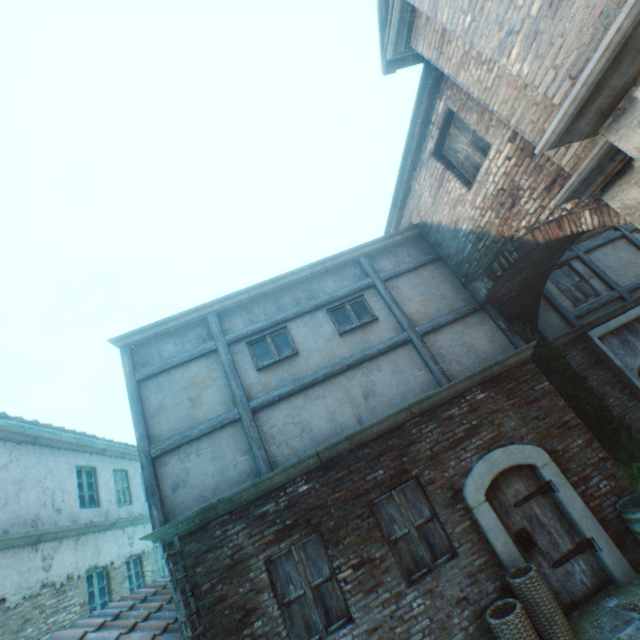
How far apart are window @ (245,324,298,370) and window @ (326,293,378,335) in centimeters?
96cm

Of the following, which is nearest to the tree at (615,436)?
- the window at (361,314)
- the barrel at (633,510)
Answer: the barrel at (633,510)

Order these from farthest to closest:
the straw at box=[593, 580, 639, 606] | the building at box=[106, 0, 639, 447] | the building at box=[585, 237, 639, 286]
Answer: the building at box=[585, 237, 639, 286] < the straw at box=[593, 580, 639, 606] < the building at box=[106, 0, 639, 447]

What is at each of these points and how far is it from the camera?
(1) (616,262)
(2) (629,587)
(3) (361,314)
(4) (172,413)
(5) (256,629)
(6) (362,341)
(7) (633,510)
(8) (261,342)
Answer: (1) building, 10.1m
(2) straw, 5.0m
(3) window, 7.6m
(4) building, 6.5m
(5) building, 5.0m
(6) building, 7.2m
(7) barrel, 5.2m
(8) window, 7.2m

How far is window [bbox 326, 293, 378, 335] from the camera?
7.4 meters

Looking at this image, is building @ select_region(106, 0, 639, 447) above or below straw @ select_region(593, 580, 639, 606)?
above

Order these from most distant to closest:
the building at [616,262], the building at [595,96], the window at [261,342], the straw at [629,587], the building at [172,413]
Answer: the building at [616,262], the window at [261,342], the building at [172,413], the straw at [629,587], the building at [595,96]

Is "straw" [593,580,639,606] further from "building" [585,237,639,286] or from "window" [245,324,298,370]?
"window" [245,324,298,370]
